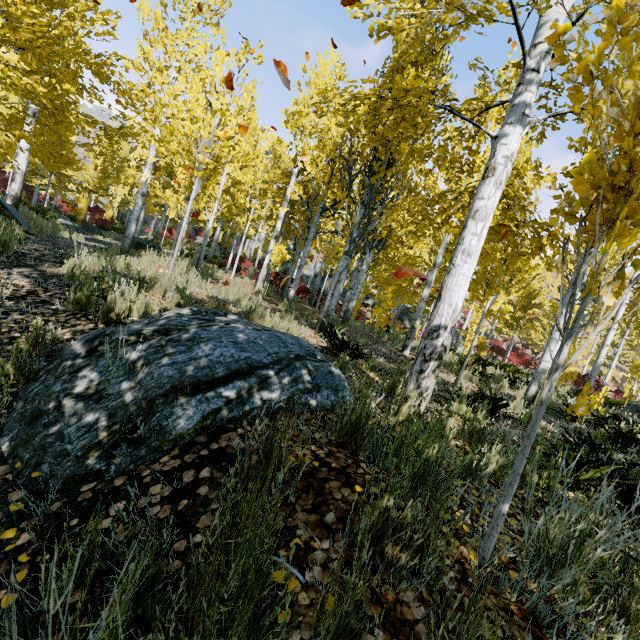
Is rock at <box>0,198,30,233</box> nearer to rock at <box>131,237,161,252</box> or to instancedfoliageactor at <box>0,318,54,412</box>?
instancedfoliageactor at <box>0,318,54,412</box>

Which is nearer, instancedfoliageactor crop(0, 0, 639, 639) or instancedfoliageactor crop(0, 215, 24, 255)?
instancedfoliageactor crop(0, 0, 639, 639)

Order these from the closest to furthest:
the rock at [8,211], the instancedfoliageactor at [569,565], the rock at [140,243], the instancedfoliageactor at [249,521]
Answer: the instancedfoliageactor at [249,521], the instancedfoliageactor at [569,565], the rock at [8,211], the rock at [140,243]

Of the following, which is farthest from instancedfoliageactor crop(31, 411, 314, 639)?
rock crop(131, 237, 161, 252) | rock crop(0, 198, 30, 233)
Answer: rock crop(131, 237, 161, 252)

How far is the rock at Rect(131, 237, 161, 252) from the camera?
15.66m

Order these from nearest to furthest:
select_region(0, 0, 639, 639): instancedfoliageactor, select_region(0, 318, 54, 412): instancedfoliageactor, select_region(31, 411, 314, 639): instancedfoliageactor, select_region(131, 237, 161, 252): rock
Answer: select_region(31, 411, 314, 639): instancedfoliageactor
select_region(0, 0, 639, 639): instancedfoliageactor
select_region(0, 318, 54, 412): instancedfoliageactor
select_region(131, 237, 161, 252): rock

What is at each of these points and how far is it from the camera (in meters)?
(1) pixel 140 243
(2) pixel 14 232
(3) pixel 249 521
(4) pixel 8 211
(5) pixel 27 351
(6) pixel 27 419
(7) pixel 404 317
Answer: (1) rock, 15.76
(2) instancedfoliageactor, 6.76
(3) instancedfoliageactor, 1.19
(4) rock, 9.55
(5) instancedfoliageactor, 2.86
(6) rock, 1.97
(7) rock, 34.94

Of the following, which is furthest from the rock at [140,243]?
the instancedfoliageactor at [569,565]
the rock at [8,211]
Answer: the rock at [8,211]
